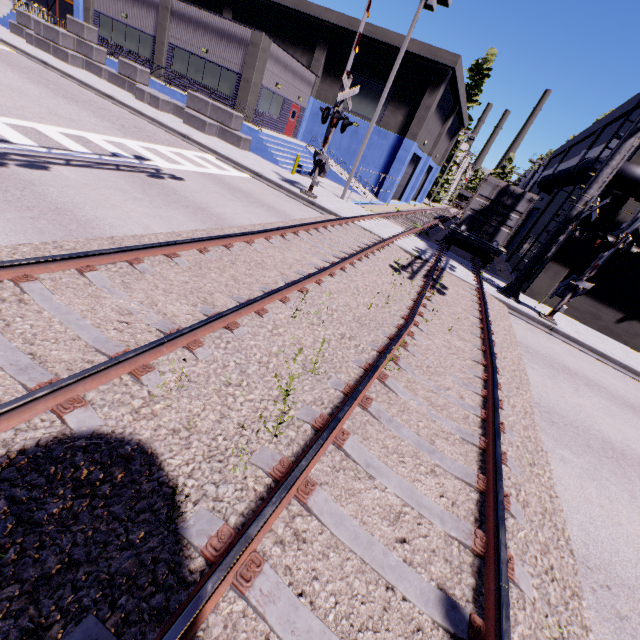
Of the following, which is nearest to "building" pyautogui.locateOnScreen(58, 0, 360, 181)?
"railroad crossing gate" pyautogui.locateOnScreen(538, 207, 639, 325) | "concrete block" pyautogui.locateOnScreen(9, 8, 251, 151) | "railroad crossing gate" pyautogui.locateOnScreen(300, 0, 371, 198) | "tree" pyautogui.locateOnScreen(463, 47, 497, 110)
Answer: "concrete block" pyautogui.locateOnScreen(9, 8, 251, 151)

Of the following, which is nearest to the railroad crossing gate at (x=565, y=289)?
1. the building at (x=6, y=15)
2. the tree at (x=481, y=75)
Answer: the building at (x=6, y=15)

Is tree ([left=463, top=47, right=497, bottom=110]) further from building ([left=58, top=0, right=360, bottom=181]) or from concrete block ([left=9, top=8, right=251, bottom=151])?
concrete block ([left=9, top=8, right=251, bottom=151])

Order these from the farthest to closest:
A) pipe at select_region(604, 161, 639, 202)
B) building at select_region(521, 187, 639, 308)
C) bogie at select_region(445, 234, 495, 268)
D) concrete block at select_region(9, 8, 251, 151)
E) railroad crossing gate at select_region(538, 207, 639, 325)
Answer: concrete block at select_region(9, 8, 251, 151)
bogie at select_region(445, 234, 495, 268)
building at select_region(521, 187, 639, 308)
pipe at select_region(604, 161, 639, 202)
railroad crossing gate at select_region(538, 207, 639, 325)

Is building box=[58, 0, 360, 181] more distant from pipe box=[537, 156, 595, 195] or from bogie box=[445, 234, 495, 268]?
bogie box=[445, 234, 495, 268]

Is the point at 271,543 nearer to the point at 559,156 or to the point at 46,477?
the point at 46,477

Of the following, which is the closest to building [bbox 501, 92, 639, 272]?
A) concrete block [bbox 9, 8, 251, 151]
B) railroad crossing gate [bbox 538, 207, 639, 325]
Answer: concrete block [bbox 9, 8, 251, 151]

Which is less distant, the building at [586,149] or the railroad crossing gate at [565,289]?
the railroad crossing gate at [565,289]
